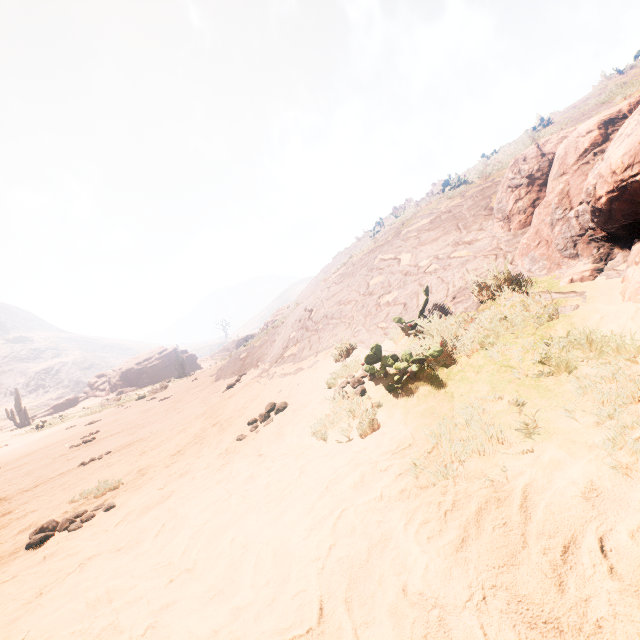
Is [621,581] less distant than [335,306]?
Yes

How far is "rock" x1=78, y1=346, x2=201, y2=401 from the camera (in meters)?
41.62

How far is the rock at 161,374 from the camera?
41.62m

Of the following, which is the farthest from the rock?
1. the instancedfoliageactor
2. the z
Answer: the instancedfoliageactor

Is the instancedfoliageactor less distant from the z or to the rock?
the z

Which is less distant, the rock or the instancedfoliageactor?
the instancedfoliageactor

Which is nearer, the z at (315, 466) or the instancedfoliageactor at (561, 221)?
the z at (315, 466)
